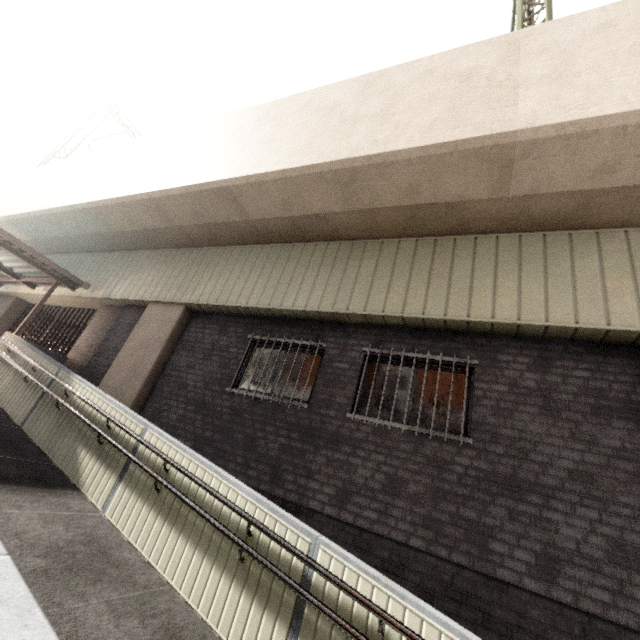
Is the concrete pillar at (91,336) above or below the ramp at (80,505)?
above

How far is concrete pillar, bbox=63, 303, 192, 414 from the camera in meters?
7.2 m

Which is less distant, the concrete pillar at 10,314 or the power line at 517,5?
the power line at 517,5

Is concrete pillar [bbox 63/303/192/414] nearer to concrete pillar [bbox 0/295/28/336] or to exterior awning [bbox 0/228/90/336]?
exterior awning [bbox 0/228/90/336]

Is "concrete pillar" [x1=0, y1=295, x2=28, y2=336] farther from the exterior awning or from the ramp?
the ramp

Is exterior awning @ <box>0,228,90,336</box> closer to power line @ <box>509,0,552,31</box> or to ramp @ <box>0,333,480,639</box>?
ramp @ <box>0,333,480,639</box>

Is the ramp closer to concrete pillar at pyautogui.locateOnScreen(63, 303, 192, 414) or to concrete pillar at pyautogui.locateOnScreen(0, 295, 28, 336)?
concrete pillar at pyautogui.locateOnScreen(63, 303, 192, 414)

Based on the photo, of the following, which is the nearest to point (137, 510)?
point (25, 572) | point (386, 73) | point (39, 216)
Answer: point (25, 572)
